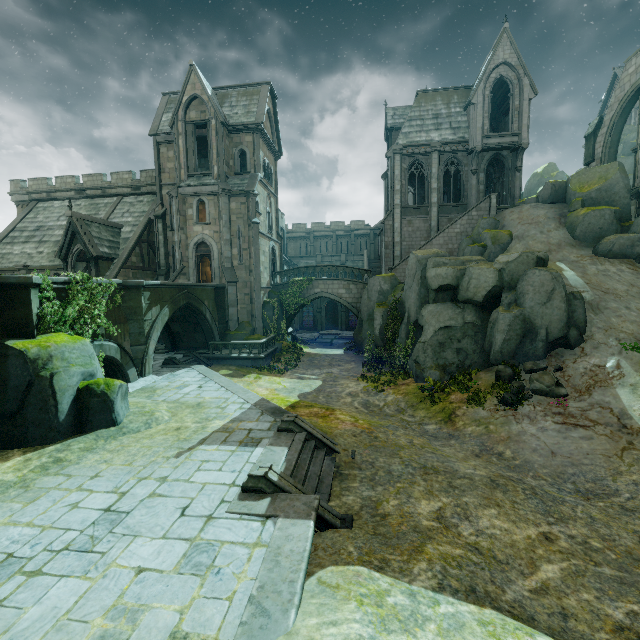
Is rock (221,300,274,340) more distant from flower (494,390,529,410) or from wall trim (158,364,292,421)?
flower (494,390,529,410)

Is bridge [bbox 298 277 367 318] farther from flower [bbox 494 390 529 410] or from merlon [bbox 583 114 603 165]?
merlon [bbox 583 114 603 165]

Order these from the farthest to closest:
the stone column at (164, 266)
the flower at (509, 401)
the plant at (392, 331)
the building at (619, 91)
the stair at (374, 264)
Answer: the stair at (374, 264)
the stone column at (164, 266)
the building at (619, 91)
the plant at (392, 331)
the flower at (509, 401)

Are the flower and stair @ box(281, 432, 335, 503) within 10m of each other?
yes

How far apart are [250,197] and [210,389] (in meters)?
16.66

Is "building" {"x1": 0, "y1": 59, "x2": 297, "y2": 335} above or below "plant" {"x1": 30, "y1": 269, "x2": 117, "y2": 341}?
above

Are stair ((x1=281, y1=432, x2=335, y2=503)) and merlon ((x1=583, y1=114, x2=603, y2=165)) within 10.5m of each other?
no

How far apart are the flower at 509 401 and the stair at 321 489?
7.9m
